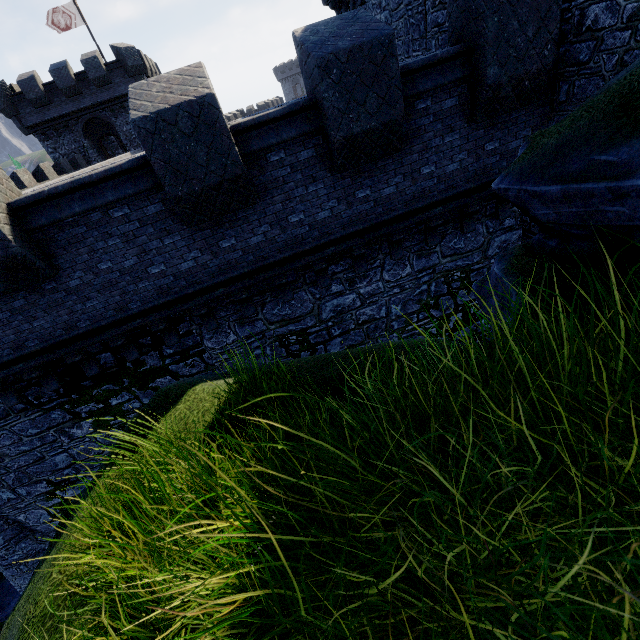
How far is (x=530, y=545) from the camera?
1.1 meters

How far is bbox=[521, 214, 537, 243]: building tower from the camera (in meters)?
8.45

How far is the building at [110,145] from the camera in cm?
3462

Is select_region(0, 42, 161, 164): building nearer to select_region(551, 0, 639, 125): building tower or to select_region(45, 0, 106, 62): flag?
select_region(45, 0, 106, 62): flag

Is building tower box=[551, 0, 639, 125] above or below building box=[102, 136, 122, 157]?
below

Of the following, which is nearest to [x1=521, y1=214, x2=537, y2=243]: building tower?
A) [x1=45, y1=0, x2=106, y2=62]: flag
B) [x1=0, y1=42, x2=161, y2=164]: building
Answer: [x1=0, y1=42, x2=161, y2=164]: building

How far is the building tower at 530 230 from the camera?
8.45m

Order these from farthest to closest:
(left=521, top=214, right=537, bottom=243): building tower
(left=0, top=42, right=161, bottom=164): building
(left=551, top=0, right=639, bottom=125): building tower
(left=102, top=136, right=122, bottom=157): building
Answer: (left=102, top=136, right=122, bottom=157): building < (left=0, top=42, right=161, bottom=164): building < (left=521, top=214, right=537, bottom=243): building tower < (left=551, top=0, right=639, bottom=125): building tower
